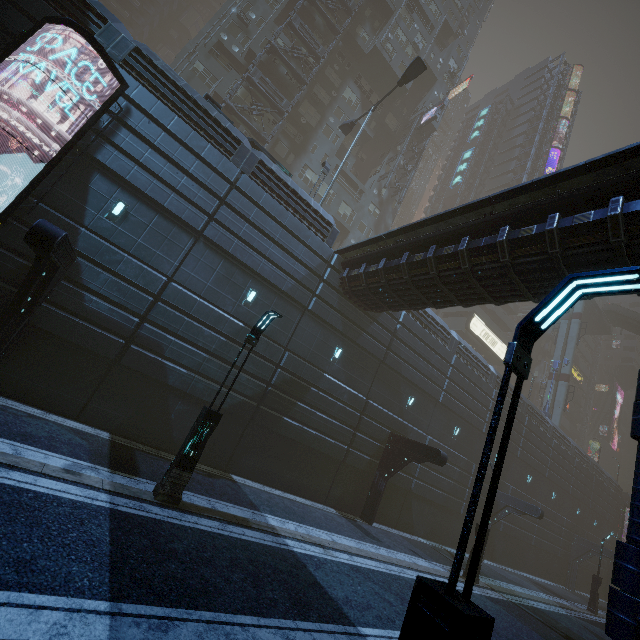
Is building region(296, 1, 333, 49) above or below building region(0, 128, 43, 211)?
above

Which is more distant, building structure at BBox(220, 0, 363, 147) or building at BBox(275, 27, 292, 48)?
building at BBox(275, 27, 292, 48)

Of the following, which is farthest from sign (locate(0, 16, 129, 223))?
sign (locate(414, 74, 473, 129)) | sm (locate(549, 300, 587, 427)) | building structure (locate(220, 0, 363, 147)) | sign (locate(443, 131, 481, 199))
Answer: sign (locate(443, 131, 481, 199))

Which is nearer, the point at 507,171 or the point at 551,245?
A: the point at 551,245

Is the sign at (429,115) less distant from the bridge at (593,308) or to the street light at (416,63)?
the street light at (416,63)

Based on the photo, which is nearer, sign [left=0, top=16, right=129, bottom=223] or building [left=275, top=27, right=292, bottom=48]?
sign [left=0, top=16, right=129, bottom=223]

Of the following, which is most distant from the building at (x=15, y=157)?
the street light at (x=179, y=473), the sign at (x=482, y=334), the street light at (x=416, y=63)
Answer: the street light at (x=179, y=473)

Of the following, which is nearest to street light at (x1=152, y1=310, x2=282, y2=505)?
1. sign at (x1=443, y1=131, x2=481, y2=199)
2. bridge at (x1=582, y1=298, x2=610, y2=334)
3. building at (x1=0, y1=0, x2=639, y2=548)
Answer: building at (x1=0, y1=0, x2=639, y2=548)
